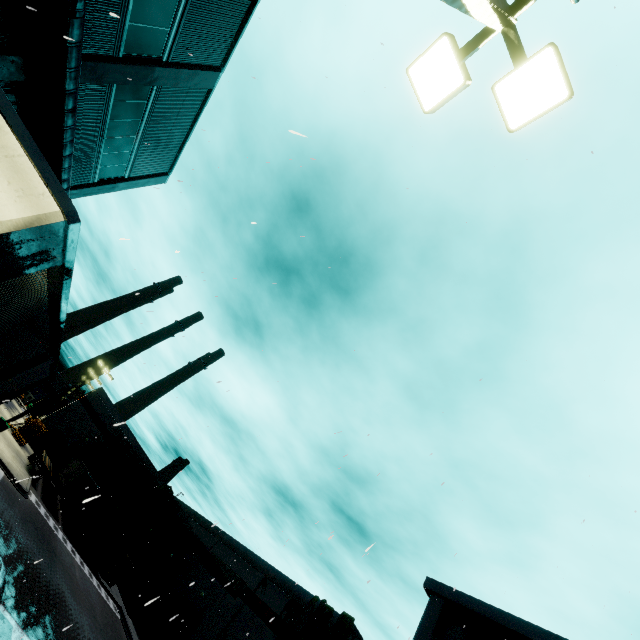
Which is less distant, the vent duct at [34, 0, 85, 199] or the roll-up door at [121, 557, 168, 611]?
the vent duct at [34, 0, 85, 199]

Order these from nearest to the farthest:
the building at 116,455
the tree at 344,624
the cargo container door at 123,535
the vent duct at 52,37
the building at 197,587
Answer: the vent duct at 52,37 → the tree at 344,624 → the building at 197,587 → the cargo container door at 123,535 → the building at 116,455

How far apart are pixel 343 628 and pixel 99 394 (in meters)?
48.31

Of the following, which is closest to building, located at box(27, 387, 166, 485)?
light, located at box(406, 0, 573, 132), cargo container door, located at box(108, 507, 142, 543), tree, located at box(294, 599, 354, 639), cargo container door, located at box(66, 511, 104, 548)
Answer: tree, located at box(294, 599, 354, 639)

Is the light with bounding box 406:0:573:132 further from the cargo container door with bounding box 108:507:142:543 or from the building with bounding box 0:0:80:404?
the cargo container door with bounding box 108:507:142:543

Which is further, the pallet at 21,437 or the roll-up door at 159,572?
the pallet at 21,437

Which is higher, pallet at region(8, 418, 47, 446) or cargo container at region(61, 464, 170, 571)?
cargo container at region(61, 464, 170, 571)

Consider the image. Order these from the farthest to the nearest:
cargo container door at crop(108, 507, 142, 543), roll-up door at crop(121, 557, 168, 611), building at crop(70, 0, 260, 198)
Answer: roll-up door at crop(121, 557, 168, 611) → cargo container door at crop(108, 507, 142, 543) → building at crop(70, 0, 260, 198)
